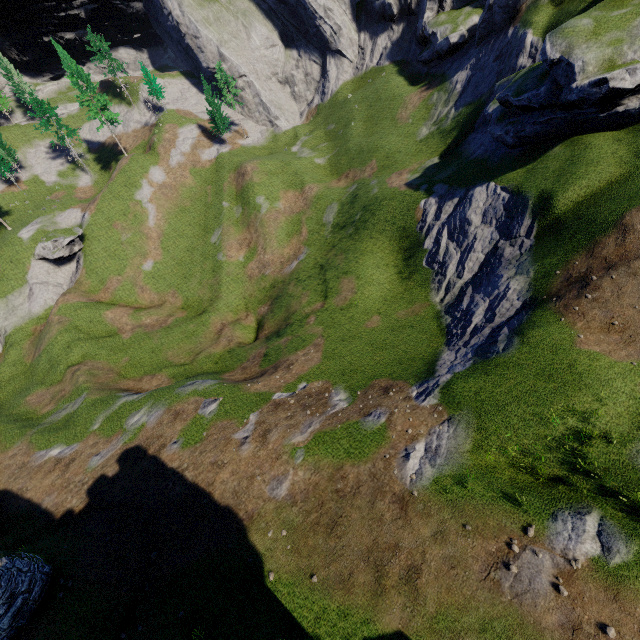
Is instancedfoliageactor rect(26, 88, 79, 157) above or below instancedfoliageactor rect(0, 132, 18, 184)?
above

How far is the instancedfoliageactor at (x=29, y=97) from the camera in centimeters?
5421cm

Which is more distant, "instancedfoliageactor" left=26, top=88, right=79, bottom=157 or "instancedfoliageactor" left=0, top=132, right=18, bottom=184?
"instancedfoliageactor" left=0, top=132, right=18, bottom=184

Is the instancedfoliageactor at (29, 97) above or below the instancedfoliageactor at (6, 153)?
above

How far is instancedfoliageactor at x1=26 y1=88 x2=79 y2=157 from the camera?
54.21m

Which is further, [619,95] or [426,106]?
[426,106]
